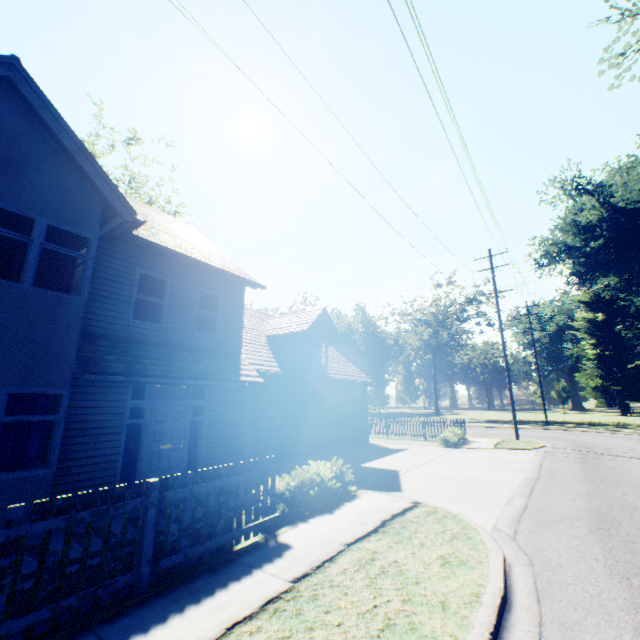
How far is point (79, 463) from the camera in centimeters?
755cm

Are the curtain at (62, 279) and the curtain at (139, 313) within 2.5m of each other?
yes

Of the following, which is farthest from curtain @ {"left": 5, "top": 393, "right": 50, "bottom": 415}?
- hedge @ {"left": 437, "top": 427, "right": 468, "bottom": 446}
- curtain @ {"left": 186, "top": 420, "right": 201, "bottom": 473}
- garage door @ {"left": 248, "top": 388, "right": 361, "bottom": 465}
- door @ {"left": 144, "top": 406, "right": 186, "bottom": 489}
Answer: hedge @ {"left": 437, "top": 427, "right": 468, "bottom": 446}

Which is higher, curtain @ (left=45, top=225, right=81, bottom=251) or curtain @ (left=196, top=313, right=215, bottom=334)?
curtain @ (left=45, top=225, right=81, bottom=251)

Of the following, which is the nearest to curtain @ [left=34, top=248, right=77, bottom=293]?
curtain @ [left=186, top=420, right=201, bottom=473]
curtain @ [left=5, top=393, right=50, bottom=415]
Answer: curtain @ [left=5, top=393, right=50, bottom=415]

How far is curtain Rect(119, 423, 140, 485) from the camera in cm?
855

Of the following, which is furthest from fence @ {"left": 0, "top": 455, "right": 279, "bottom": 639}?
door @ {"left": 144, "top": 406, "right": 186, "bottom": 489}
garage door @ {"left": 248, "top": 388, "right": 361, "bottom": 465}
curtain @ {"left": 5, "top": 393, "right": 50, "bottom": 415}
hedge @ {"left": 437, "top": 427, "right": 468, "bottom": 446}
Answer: hedge @ {"left": 437, "top": 427, "right": 468, "bottom": 446}

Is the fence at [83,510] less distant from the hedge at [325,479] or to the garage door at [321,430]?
the hedge at [325,479]
